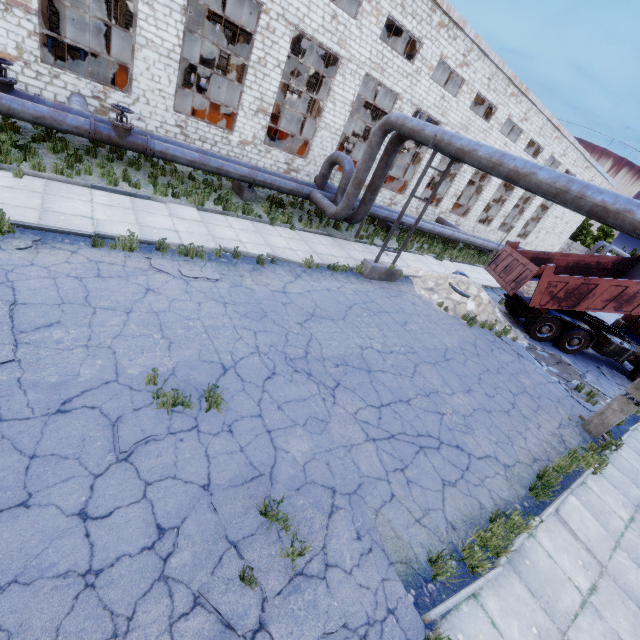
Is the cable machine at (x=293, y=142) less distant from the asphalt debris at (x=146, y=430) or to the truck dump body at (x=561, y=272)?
the truck dump body at (x=561, y=272)

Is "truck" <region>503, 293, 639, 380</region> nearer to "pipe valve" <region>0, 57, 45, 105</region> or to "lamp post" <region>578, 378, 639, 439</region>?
"lamp post" <region>578, 378, 639, 439</region>

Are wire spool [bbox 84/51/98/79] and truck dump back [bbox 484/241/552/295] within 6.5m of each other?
no

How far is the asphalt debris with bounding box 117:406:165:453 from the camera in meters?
4.1

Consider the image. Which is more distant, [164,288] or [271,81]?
[271,81]

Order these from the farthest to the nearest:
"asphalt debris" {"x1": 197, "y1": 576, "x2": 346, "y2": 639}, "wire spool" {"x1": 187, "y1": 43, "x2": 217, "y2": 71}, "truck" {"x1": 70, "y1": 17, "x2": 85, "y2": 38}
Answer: "truck" {"x1": 70, "y1": 17, "x2": 85, "y2": 38}
"wire spool" {"x1": 187, "y1": 43, "x2": 217, "y2": 71}
"asphalt debris" {"x1": 197, "y1": 576, "x2": 346, "y2": 639}

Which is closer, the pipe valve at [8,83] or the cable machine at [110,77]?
the pipe valve at [8,83]

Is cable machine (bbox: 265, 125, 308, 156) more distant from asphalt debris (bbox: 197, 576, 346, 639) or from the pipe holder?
asphalt debris (bbox: 197, 576, 346, 639)
